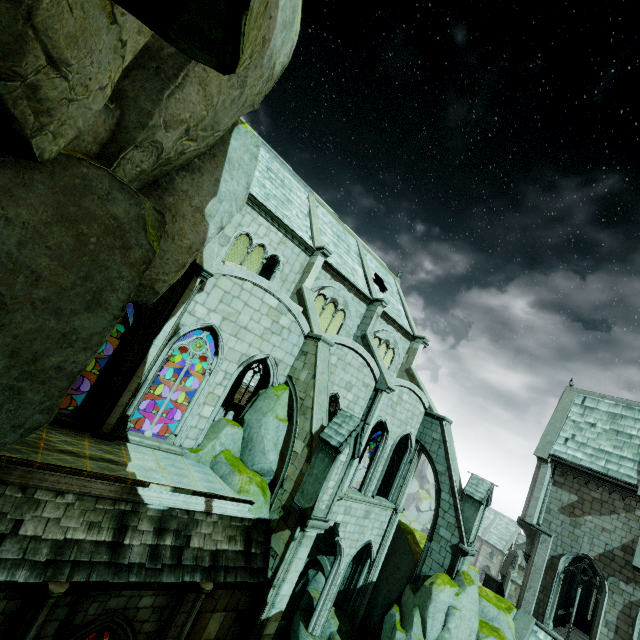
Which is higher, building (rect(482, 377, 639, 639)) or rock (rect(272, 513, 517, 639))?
building (rect(482, 377, 639, 639))

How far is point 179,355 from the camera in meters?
26.7

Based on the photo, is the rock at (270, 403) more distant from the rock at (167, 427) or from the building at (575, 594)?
the rock at (167, 427)

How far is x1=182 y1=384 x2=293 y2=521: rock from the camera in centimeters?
1136cm

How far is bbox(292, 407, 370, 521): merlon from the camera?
10.26m

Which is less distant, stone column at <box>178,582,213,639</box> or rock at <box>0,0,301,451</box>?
rock at <box>0,0,301,451</box>

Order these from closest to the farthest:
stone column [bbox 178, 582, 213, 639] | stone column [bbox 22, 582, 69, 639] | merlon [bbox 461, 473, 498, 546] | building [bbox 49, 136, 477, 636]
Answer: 1. stone column [bbox 22, 582, 69, 639]
2. stone column [bbox 178, 582, 213, 639]
3. building [bbox 49, 136, 477, 636]
4. merlon [bbox 461, 473, 498, 546]

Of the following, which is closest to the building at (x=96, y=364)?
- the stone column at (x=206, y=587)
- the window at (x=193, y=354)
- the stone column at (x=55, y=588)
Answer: the window at (x=193, y=354)
